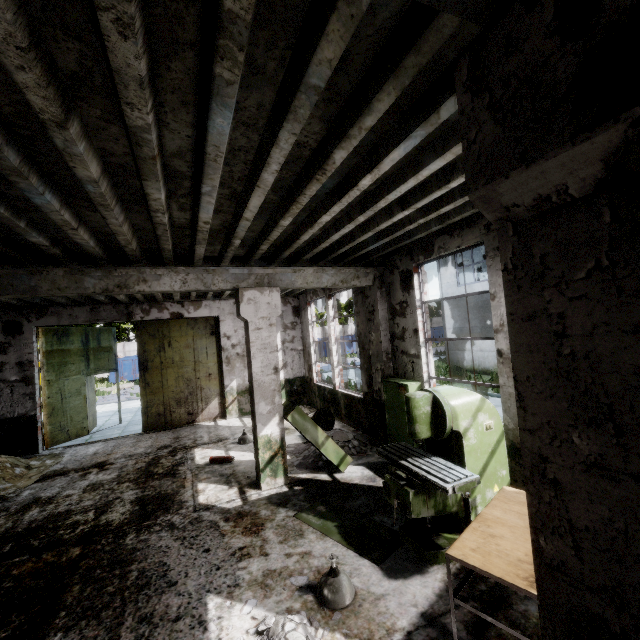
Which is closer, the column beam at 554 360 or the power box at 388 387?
the column beam at 554 360

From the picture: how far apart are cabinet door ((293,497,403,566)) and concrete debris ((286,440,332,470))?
1.22m

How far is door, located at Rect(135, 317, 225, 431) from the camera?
11.27m

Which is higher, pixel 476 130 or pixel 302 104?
pixel 302 104

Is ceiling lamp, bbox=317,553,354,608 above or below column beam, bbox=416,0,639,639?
below

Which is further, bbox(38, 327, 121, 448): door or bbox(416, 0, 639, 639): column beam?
bbox(38, 327, 121, 448): door

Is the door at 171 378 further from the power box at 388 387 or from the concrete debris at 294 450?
the power box at 388 387

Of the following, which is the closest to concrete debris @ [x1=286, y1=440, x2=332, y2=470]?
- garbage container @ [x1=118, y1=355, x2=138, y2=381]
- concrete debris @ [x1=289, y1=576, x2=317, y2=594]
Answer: concrete debris @ [x1=289, y1=576, x2=317, y2=594]
